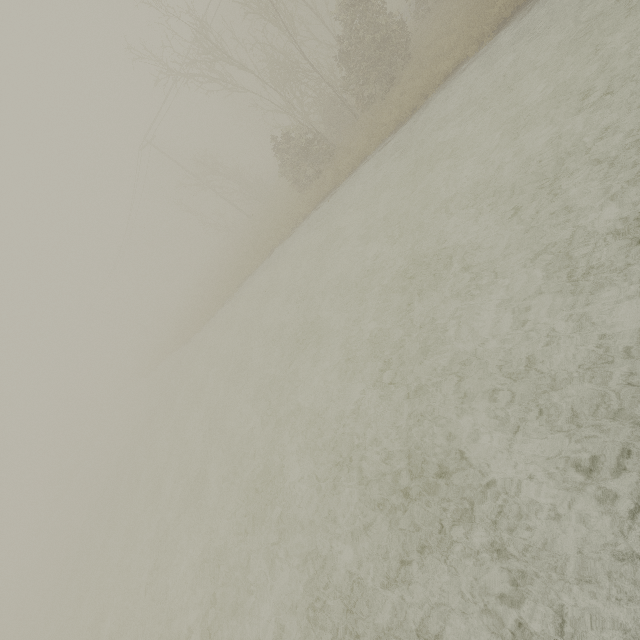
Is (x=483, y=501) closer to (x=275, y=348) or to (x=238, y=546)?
(x=238, y=546)
